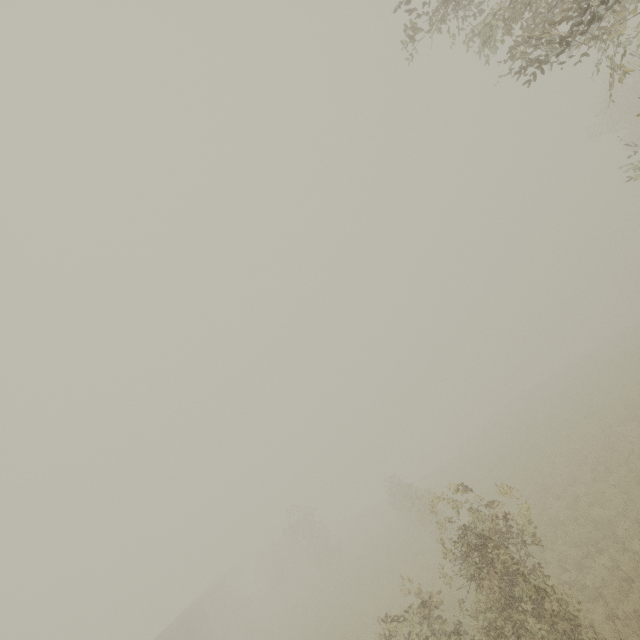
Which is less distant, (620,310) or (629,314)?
(629,314)
